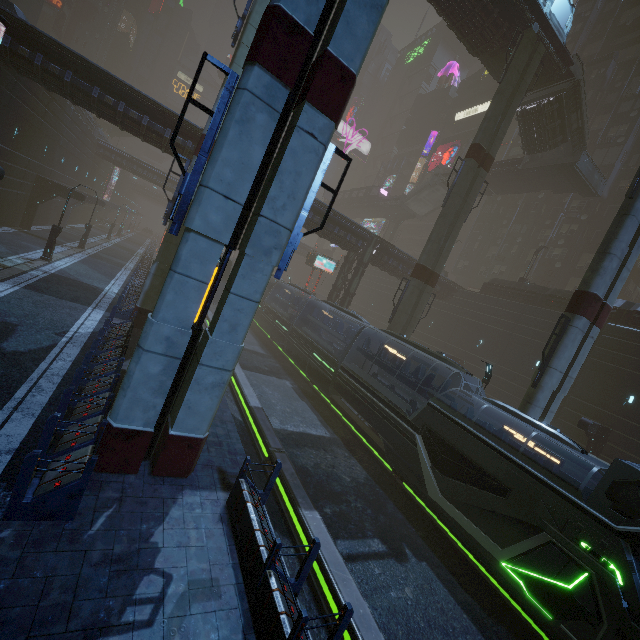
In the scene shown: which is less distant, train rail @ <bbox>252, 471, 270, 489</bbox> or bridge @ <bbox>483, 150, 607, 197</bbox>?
train rail @ <bbox>252, 471, 270, 489</bbox>

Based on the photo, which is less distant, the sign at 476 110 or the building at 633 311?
the building at 633 311

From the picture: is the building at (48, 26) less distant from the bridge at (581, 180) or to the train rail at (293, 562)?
the train rail at (293, 562)

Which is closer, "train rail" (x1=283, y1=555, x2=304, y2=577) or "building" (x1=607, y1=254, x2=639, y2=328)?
"train rail" (x1=283, y1=555, x2=304, y2=577)

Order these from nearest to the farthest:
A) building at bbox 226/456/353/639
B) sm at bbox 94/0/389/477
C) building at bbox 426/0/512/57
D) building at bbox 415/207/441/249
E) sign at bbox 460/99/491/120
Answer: building at bbox 226/456/353/639 → sm at bbox 94/0/389/477 → building at bbox 426/0/512/57 → sign at bbox 460/99/491/120 → building at bbox 415/207/441/249

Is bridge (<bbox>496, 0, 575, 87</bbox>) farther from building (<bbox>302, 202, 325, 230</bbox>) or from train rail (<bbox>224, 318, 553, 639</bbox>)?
train rail (<bbox>224, 318, 553, 639</bbox>)

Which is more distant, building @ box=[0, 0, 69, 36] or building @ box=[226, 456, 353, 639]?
A: building @ box=[0, 0, 69, 36]

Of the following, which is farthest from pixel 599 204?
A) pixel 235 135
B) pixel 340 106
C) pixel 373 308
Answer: pixel 235 135
